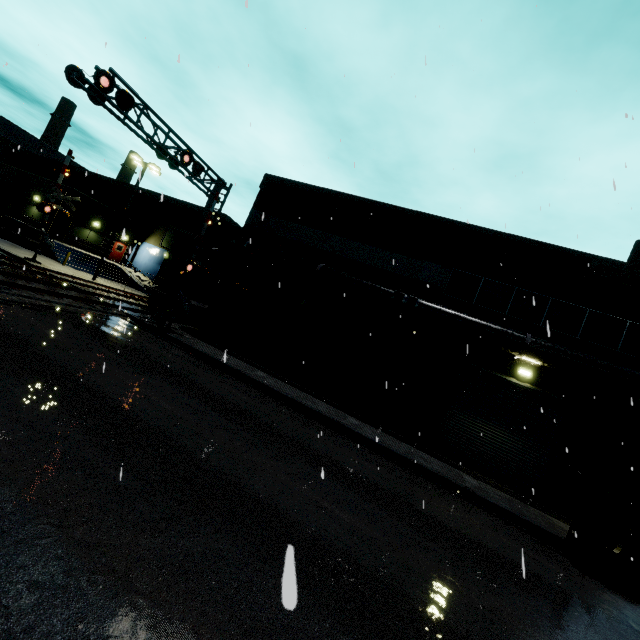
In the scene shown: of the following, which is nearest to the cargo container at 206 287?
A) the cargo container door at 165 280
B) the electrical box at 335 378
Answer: the cargo container door at 165 280

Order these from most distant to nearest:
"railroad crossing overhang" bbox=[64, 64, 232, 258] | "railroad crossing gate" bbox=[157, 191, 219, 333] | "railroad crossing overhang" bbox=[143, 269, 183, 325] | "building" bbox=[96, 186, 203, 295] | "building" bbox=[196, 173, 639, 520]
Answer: "building" bbox=[96, 186, 203, 295] → "railroad crossing overhang" bbox=[143, 269, 183, 325] → "railroad crossing gate" bbox=[157, 191, 219, 333] → "building" bbox=[196, 173, 639, 520] → "railroad crossing overhang" bbox=[64, 64, 232, 258]

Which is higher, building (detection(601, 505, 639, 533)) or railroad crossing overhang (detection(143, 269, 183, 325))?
building (detection(601, 505, 639, 533))

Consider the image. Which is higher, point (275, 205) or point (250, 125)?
point (275, 205)

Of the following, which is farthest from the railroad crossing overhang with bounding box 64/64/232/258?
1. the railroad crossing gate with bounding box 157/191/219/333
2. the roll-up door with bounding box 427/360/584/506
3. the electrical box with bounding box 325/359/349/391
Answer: the roll-up door with bounding box 427/360/584/506

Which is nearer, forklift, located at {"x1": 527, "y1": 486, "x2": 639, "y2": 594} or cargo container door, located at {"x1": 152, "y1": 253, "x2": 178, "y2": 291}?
forklift, located at {"x1": 527, "y1": 486, "x2": 639, "y2": 594}

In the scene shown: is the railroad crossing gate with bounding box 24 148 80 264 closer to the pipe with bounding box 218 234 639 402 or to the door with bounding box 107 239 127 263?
the door with bounding box 107 239 127 263

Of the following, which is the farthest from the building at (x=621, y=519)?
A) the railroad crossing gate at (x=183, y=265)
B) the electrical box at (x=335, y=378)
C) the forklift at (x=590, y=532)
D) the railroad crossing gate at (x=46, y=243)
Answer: the forklift at (x=590, y=532)
